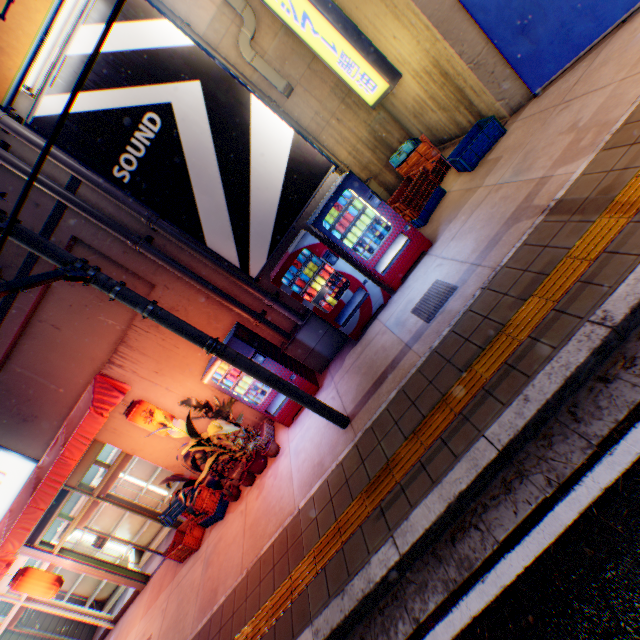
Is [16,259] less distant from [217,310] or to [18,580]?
[217,310]

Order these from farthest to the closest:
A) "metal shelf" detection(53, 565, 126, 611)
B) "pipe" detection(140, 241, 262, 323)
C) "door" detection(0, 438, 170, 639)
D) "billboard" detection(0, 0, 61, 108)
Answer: "metal shelf" detection(53, 565, 126, 611), "door" detection(0, 438, 170, 639), "pipe" detection(140, 241, 262, 323), "billboard" detection(0, 0, 61, 108)

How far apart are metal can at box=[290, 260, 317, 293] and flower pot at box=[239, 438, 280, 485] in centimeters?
341cm

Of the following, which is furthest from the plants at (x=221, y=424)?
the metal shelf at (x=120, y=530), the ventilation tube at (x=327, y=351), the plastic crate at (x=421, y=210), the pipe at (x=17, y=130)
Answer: the plastic crate at (x=421, y=210)

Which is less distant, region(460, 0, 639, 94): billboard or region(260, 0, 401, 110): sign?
region(460, 0, 639, 94): billboard

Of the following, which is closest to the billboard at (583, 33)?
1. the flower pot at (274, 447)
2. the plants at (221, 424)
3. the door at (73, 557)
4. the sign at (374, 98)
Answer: the sign at (374, 98)

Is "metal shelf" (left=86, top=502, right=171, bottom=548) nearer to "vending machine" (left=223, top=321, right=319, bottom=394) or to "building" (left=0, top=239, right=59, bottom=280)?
"building" (left=0, top=239, right=59, bottom=280)

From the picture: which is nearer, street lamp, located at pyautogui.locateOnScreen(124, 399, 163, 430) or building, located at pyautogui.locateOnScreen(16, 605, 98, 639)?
street lamp, located at pyautogui.locateOnScreen(124, 399, 163, 430)
